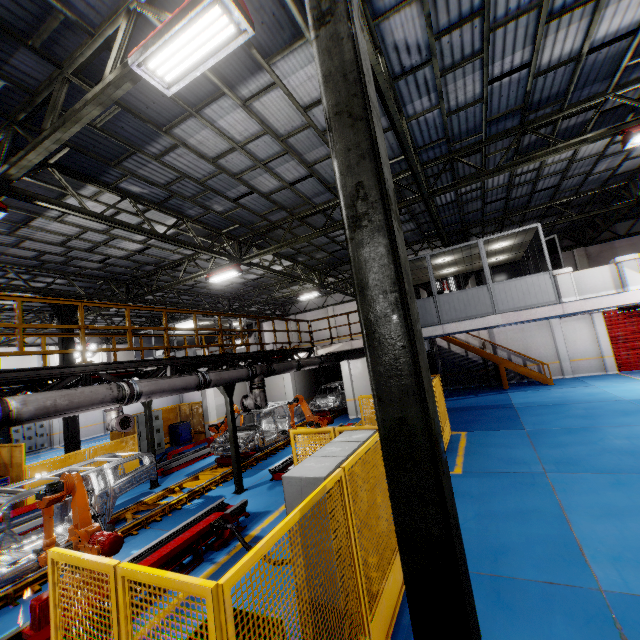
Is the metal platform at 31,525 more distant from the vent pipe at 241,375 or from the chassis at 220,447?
the vent pipe at 241,375

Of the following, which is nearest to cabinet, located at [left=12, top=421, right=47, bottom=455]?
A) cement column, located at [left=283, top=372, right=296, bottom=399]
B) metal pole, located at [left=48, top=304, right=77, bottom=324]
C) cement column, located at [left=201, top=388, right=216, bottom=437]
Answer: metal pole, located at [left=48, top=304, right=77, bottom=324]

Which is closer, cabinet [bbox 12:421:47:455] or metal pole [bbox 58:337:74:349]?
metal pole [bbox 58:337:74:349]

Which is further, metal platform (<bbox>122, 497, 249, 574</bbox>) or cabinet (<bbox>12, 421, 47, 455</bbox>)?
cabinet (<bbox>12, 421, 47, 455</bbox>)

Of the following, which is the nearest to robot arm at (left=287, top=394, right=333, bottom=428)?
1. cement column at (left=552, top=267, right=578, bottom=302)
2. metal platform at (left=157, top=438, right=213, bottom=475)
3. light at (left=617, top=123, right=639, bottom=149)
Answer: metal platform at (left=157, top=438, right=213, bottom=475)

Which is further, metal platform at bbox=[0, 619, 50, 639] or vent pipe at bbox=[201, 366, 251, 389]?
vent pipe at bbox=[201, 366, 251, 389]

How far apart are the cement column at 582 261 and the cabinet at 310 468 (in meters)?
21.76

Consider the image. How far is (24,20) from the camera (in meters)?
4.78
